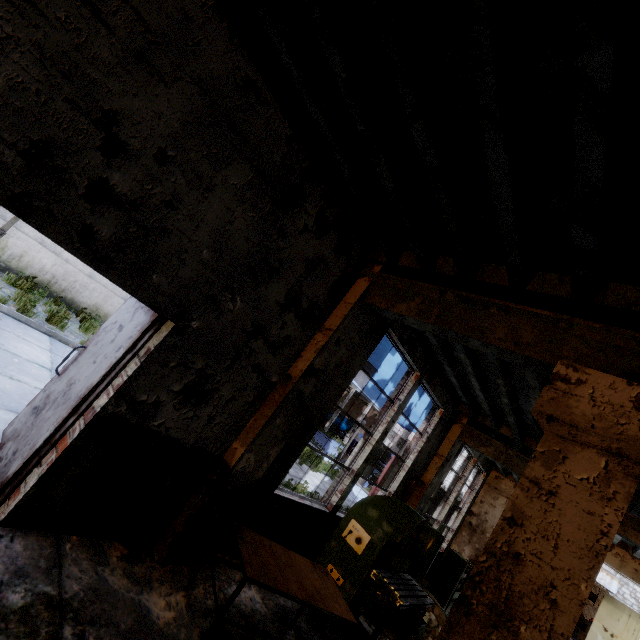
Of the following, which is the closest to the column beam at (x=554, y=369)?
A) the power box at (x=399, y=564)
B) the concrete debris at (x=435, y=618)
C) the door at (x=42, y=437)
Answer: the door at (x=42, y=437)

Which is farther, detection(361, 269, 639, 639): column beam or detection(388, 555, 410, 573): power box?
detection(388, 555, 410, 573): power box

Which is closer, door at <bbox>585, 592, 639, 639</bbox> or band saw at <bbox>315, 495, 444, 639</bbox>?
band saw at <bbox>315, 495, 444, 639</bbox>

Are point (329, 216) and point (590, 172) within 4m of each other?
yes

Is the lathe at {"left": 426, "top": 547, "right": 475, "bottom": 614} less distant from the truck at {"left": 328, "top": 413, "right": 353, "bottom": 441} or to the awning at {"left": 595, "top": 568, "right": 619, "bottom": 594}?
the awning at {"left": 595, "top": 568, "right": 619, "bottom": 594}

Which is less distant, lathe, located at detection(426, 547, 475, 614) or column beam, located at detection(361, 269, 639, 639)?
column beam, located at detection(361, 269, 639, 639)

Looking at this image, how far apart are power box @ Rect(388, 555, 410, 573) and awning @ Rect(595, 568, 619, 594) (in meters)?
21.46

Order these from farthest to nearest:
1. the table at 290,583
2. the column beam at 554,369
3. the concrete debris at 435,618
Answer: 1. the concrete debris at 435,618
2. the table at 290,583
3. the column beam at 554,369
